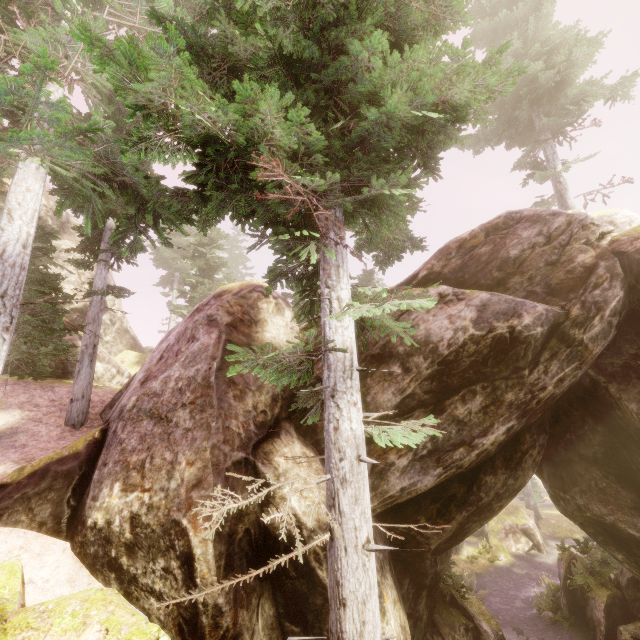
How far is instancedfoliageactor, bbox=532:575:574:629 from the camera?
A: 16.98m

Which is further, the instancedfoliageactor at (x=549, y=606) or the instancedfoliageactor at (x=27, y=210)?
the instancedfoliageactor at (x=549, y=606)

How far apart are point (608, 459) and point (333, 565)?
10.9 meters

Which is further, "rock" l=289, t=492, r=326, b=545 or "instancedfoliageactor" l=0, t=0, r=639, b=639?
"rock" l=289, t=492, r=326, b=545

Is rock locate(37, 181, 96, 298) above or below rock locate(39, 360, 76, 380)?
above

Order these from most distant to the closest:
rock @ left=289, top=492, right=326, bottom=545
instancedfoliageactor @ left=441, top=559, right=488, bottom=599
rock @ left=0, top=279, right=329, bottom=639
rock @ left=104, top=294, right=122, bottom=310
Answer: rock @ left=104, top=294, right=122, bottom=310 < instancedfoliageactor @ left=441, top=559, right=488, bottom=599 < rock @ left=289, top=492, right=326, bottom=545 < rock @ left=0, top=279, right=329, bottom=639

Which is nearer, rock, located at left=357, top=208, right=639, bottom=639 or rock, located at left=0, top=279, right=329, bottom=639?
rock, located at left=0, top=279, right=329, bottom=639

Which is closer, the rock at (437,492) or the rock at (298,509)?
the rock at (298,509)
